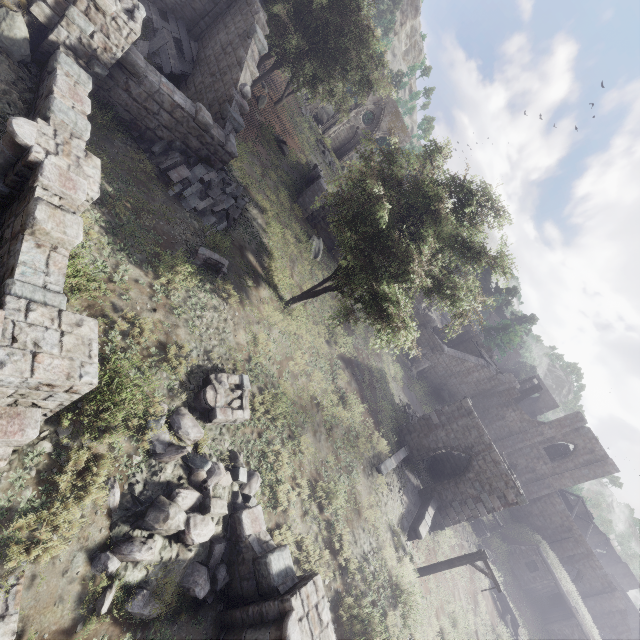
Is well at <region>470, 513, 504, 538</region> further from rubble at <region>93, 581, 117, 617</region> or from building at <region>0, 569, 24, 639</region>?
building at <region>0, 569, 24, 639</region>

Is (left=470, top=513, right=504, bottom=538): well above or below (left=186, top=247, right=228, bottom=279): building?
above

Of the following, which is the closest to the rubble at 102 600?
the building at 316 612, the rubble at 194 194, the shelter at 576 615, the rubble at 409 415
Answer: the building at 316 612

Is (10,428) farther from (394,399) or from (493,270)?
(394,399)

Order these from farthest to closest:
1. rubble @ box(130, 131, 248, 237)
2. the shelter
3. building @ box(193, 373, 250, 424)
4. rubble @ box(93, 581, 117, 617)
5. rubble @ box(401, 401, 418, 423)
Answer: the shelter → rubble @ box(401, 401, 418, 423) → rubble @ box(130, 131, 248, 237) → building @ box(193, 373, 250, 424) → rubble @ box(93, 581, 117, 617)

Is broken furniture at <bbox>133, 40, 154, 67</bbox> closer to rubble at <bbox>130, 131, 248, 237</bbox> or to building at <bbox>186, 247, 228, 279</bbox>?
rubble at <bbox>130, 131, 248, 237</bbox>

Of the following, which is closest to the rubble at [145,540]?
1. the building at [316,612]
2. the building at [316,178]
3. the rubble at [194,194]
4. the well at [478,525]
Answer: the building at [316,612]

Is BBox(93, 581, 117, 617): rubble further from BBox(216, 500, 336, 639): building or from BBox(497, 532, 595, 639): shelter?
BBox(497, 532, 595, 639): shelter
